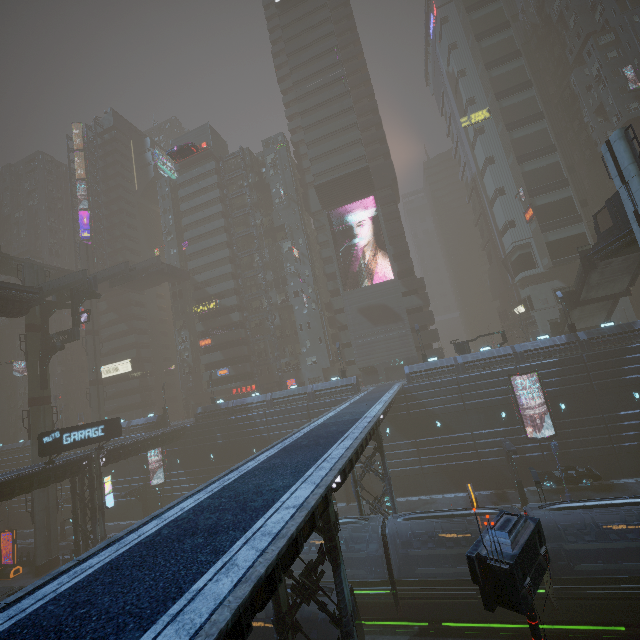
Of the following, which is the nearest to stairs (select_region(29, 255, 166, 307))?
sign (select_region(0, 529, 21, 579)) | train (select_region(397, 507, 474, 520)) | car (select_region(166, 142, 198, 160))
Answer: car (select_region(166, 142, 198, 160))

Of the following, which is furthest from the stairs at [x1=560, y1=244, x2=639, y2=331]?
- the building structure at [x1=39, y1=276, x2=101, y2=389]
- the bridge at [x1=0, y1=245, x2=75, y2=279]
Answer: the bridge at [x1=0, y1=245, x2=75, y2=279]

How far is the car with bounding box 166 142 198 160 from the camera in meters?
43.1 m

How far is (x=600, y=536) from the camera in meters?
17.9 m

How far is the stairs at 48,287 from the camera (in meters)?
36.94

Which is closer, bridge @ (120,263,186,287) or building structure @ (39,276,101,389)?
building structure @ (39,276,101,389)

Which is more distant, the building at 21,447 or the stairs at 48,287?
the building at 21,447

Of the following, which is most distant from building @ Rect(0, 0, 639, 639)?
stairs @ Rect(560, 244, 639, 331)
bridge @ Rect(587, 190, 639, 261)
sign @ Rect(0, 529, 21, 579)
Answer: bridge @ Rect(587, 190, 639, 261)
